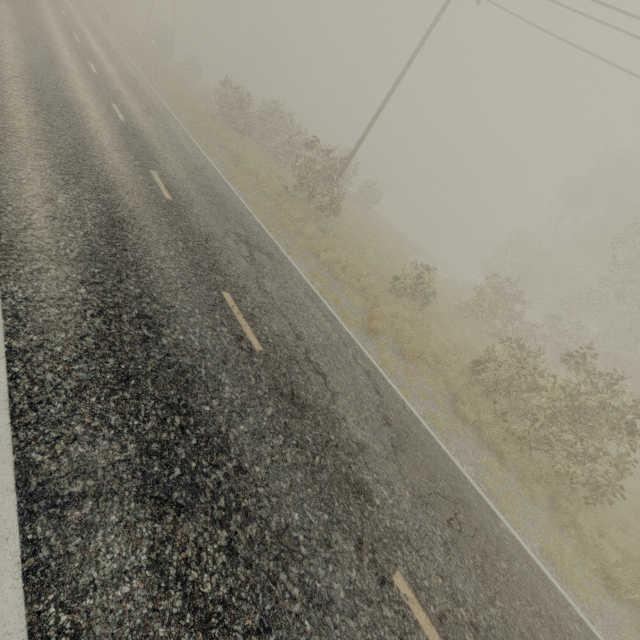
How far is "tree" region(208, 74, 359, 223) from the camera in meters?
17.0 m

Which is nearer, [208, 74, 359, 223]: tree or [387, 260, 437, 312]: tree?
[387, 260, 437, 312]: tree

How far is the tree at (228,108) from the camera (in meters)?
16.97

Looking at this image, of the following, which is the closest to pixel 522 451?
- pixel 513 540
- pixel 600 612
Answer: pixel 600 612

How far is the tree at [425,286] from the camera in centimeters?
1438cm

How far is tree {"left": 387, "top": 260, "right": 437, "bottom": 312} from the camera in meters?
14.4
